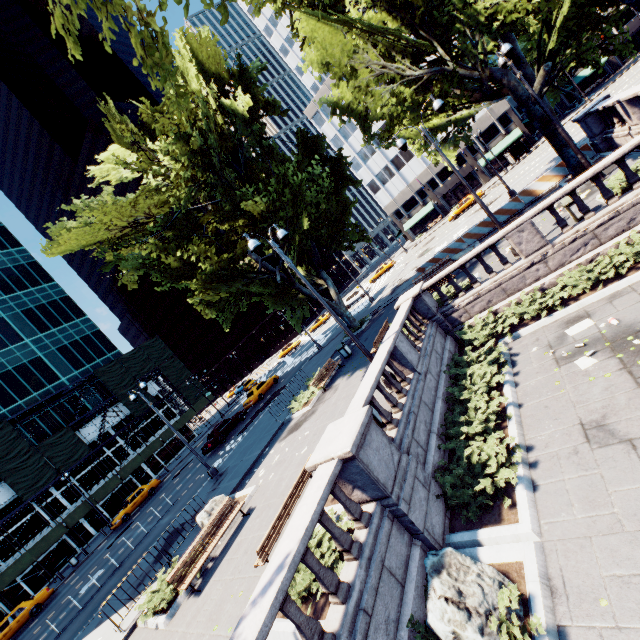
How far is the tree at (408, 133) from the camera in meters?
17.2

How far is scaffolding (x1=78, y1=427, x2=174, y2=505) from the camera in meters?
34.8

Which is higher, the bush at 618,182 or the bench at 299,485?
the bench at 299,485

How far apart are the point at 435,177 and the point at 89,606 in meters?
66.4 m

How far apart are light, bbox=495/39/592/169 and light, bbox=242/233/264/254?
12.43m

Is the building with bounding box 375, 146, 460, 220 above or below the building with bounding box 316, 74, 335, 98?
below

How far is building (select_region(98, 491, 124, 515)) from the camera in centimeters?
3791cm

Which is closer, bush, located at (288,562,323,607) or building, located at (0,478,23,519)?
bush, located at (288,562,323,607)
